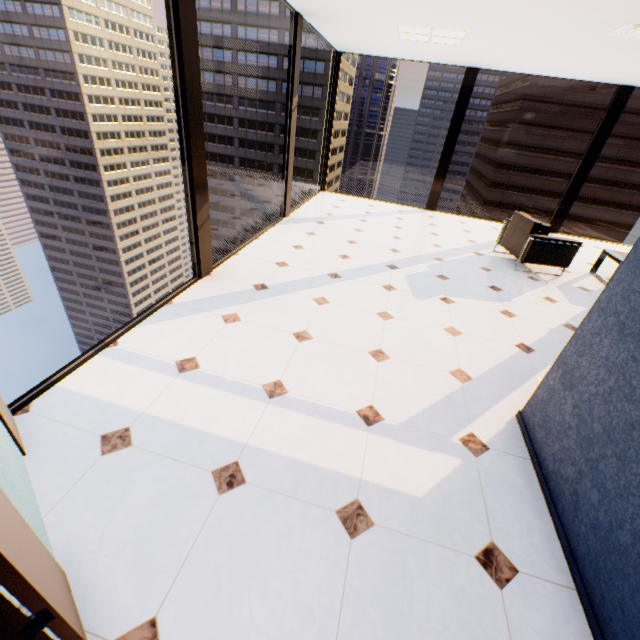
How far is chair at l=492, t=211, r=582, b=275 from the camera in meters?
5.1

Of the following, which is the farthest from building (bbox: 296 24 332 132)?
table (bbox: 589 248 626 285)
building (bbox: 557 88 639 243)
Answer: table (bbox: 589 248 626 285)

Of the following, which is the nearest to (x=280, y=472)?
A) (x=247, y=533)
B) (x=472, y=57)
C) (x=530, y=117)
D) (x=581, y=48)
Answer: (x=247, y=533)

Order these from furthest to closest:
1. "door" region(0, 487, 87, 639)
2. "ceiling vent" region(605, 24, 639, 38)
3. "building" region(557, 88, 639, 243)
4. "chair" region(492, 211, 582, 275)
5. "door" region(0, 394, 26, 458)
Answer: "building" region(557, 88, 639, 243) → "chair" region(492, 211, 582, 275) → "ceiling vent" region(605, 24, 639, 38) → "door" region(0, 394, 26, 458) → "door" region(0, 487, 87, 639)

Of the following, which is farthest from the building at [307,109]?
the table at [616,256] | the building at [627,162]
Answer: the table at [616,256]

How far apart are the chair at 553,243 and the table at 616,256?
0.7m

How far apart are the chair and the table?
0.7m

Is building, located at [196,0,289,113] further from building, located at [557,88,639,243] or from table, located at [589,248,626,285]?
table, located at [589,248,626,285]
